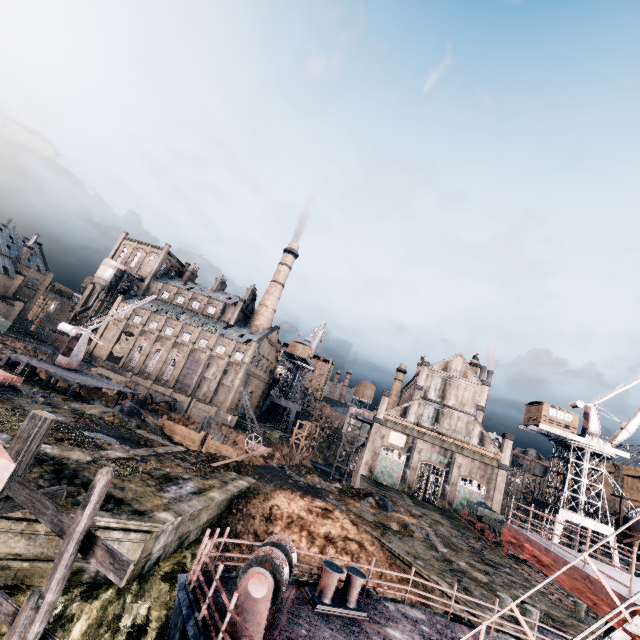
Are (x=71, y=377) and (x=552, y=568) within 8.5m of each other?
no

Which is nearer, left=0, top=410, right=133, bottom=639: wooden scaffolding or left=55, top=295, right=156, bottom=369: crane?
left=0, top=410, right=133, bottom=639: wooden scaffolding

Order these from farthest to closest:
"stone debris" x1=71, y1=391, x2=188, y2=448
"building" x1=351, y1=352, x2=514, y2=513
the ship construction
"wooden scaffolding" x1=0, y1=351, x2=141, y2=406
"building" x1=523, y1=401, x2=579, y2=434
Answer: "building" x1=351, y1=352, x2=514, y2=513 → "building" x1=523, y1=401, x2=579, y2=434 → "wooden scaffolding" x1=0, y1=351, x2=141, y2=406 → "stone debris" x1=71, y1=391, x2=188, y2=448 → the ship construction

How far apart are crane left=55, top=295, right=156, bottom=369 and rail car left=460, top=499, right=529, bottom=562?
47.8 meters

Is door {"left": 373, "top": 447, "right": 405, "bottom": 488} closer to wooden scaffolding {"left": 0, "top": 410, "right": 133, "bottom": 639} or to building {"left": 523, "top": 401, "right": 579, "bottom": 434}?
building {"left": 523, "top": 401, "right": 579, "bottom": 434}

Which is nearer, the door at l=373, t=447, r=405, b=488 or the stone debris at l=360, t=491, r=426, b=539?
the stone debris at l=360, t=491, r=426, b=539

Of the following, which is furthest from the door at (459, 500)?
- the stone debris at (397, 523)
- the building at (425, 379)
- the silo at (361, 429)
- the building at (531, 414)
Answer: the stone debris at (397, 523)

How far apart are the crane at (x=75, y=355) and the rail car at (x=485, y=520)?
47.8m
